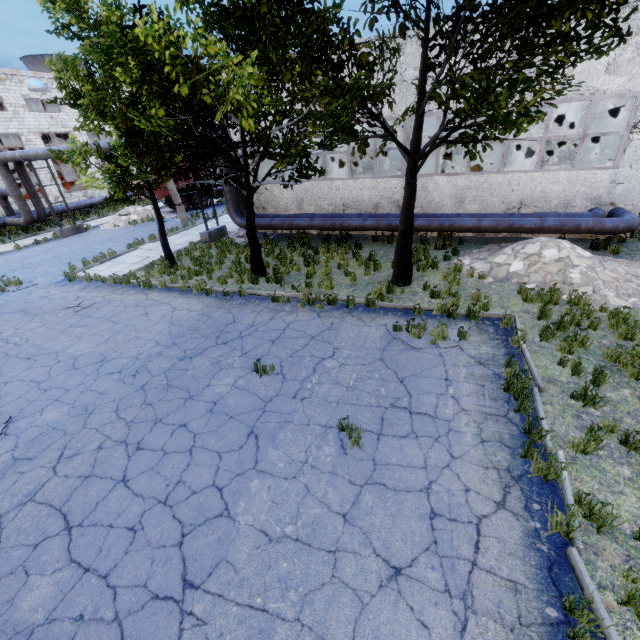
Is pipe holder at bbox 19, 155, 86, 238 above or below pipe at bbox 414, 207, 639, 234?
below

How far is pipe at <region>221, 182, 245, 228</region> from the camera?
16.11m

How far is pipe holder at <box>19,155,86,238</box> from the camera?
20.33m

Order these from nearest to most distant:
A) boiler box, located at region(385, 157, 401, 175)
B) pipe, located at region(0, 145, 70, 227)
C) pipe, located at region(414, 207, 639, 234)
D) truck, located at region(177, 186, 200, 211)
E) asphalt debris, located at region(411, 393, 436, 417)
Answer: asphalt debris, located at region(411, 393, 436, 417), pipe, located at region(414, 207, 639, 234), boiler box, located at region(385, 157, 401, 175), pipe, located at region(0, 145, 70, 227), truck, located at region(177, 186, 200, 211)

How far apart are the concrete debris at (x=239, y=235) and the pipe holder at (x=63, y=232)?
12.3 meters

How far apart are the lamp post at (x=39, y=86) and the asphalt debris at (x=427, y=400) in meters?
19.7

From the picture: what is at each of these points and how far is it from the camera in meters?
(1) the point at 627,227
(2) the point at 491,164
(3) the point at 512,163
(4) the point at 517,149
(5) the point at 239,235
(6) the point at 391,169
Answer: (1) pipe, 11.4
(2) boiler box, 14.5
(3) boiler box, 14.3
(4) boiler tank, 21.1
(5) concrete debris, 17.7
(6) boiler box, 16.0

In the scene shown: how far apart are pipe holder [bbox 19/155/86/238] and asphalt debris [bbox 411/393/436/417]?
25.6 meters
